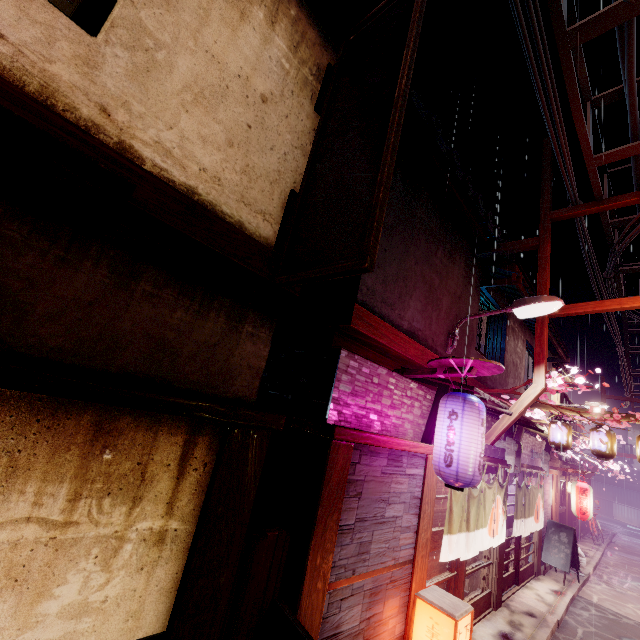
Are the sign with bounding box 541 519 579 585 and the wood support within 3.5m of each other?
no

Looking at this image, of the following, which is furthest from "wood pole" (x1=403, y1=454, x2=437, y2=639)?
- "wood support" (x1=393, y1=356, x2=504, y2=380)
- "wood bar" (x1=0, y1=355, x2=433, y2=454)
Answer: "wood bar" (x1=0, y1=355, x2=433, y2=454)

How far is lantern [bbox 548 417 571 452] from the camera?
14.3 meters

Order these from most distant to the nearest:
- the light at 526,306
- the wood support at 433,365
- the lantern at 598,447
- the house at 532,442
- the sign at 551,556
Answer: the house at 532,442, the sign at 551,556, the lantern at 598,447, the light at 526,306, the wood support at 433,365

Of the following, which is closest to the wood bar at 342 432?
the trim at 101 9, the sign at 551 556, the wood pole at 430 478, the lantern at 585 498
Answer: the trim at 101 9

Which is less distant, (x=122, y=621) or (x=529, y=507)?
(x=122, y=621)

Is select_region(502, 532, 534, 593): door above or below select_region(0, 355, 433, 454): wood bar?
below

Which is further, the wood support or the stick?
the wood support
